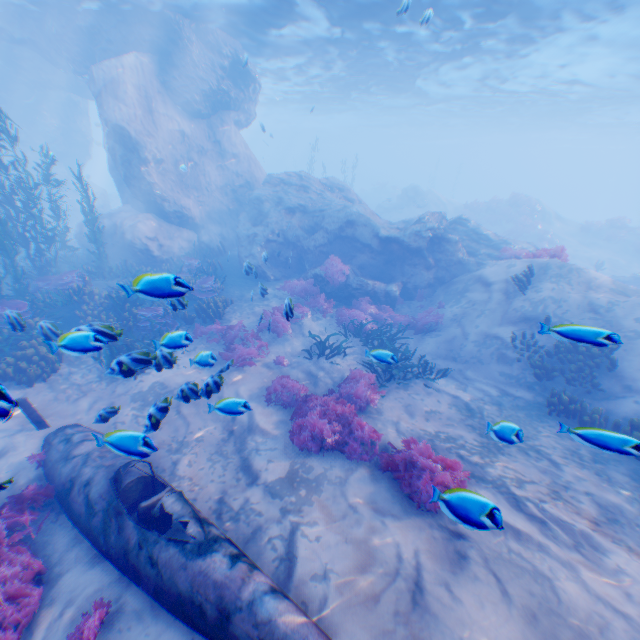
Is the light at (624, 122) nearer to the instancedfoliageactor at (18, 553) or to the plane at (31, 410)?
the instancedfoliageactor at (18, 553)

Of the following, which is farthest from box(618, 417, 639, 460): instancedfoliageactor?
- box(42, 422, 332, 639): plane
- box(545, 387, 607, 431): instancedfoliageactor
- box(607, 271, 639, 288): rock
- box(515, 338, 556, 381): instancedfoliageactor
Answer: box(607, 271, 639, 288): rock

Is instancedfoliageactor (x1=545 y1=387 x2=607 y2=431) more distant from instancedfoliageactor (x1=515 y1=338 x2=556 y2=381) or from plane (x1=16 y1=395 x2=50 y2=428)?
plane (x1=16 y1=395 x2=50 y2=428)

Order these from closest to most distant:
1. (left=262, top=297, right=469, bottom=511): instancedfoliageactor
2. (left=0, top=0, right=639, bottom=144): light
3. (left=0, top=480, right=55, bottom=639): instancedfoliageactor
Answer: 1. (left=0, top=480, right=55, bottom=639): instancedfoliageactor
2. (left=262, top=297, right=469, bottom=511): instancedfoliageactor
3. (left=0, top=0, right=639, bottom=144): light

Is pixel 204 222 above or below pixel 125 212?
below

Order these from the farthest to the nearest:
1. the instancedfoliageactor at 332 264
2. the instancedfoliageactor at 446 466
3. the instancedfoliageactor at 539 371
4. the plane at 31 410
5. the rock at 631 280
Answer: the rock at 631 280 < the instancedfoliageactor at 332 264 < the instancedfoliageactor at 539 371 < the plane at 31 410 < the instancedfoliageactor at 446 466

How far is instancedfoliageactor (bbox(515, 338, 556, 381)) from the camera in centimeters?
951cm

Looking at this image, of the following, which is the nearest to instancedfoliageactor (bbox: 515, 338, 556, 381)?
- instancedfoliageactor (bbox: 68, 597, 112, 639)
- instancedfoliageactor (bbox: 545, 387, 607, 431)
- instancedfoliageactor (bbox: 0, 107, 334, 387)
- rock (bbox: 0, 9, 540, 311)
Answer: instancedfoliageactor (bbox: 545, 387, 607, 431)
